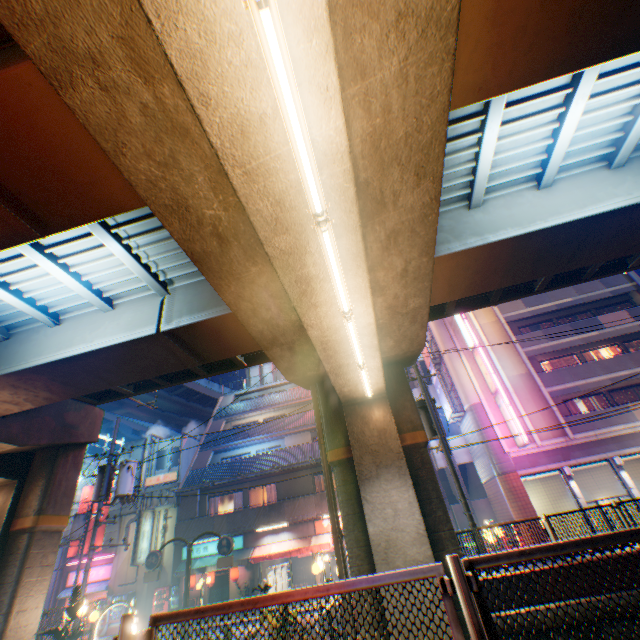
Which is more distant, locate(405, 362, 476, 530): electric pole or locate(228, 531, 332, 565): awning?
locate(228, 531, 332, 565): awning

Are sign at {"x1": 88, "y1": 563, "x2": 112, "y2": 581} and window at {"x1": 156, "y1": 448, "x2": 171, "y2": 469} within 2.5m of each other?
no

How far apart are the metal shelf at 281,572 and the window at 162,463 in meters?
10.8 m

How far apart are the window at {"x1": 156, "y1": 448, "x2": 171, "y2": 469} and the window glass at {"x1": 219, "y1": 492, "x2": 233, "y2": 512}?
5.3 meters

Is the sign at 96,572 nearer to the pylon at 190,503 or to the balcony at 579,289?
the pylon at 190,503

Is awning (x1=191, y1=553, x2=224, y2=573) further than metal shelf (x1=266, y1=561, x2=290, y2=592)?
No

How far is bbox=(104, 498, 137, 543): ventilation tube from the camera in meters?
24.6 m

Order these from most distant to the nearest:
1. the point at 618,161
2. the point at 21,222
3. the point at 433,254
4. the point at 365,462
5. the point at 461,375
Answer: the point at 461,375 < the point at 365,462 < the point at 618,161 < the point at 433,254 < the point at 21,222
